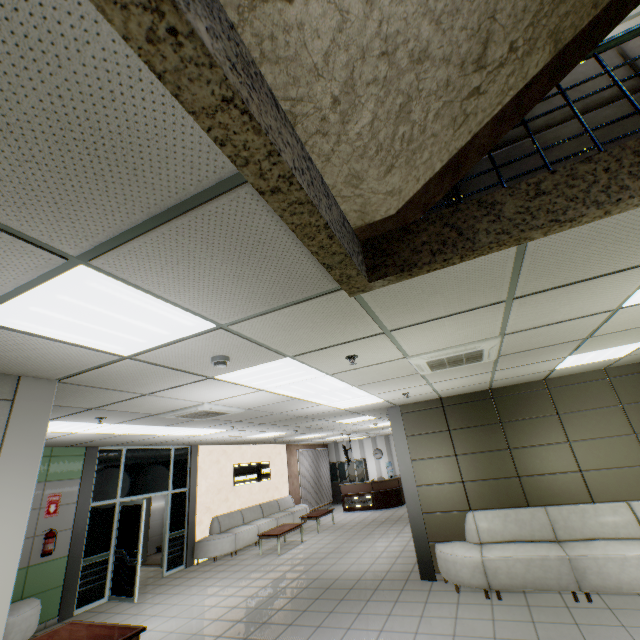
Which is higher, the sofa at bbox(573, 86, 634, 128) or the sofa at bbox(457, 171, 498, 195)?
the sofa at bbox(573, 86, 634, 128)

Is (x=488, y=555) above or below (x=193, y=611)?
above

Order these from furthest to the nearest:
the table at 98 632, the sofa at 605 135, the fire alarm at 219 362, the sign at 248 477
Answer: the sign at 248 477
the table at 98 632
the fire alarm at 219 362
the sofa at 605 135

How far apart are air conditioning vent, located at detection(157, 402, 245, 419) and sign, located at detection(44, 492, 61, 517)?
4.1m

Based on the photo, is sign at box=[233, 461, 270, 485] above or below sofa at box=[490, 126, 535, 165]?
below

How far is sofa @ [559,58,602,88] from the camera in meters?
2.1

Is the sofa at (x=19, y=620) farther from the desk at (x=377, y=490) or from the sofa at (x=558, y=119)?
the desk at (x=377, y=490)

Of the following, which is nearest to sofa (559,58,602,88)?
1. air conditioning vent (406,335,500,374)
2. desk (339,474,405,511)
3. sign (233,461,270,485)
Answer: air conditioning vent (406,335,500,374)
